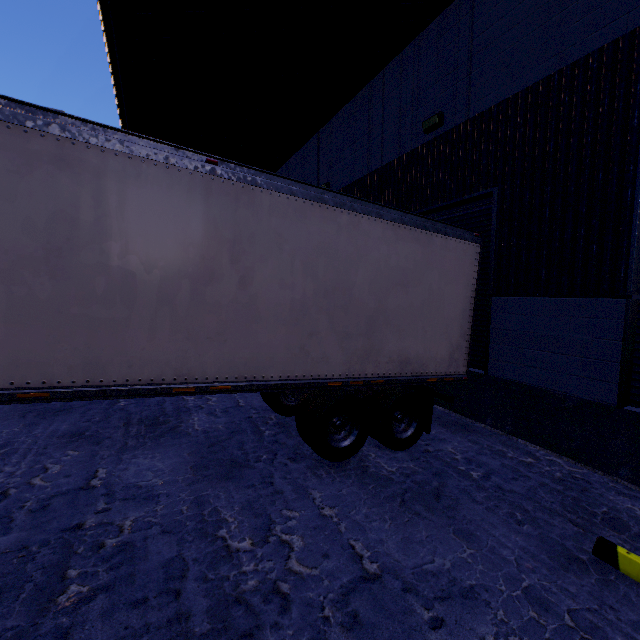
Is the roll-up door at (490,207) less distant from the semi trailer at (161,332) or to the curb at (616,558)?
the semi trailer at (161,332)

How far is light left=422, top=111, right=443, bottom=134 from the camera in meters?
6.8 m

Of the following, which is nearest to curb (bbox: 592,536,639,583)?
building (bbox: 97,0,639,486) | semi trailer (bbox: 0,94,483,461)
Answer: building (bbox: 97,0,639,486)

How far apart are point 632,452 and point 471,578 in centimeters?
316cm

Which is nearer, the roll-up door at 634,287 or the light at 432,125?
the roll-up door at 634,287

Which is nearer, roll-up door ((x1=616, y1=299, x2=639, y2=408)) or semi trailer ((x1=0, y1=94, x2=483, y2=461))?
semi trailer ((x1=0, y1=94, x2=483, y2=461))

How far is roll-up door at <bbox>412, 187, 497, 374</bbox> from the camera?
6.0 meters

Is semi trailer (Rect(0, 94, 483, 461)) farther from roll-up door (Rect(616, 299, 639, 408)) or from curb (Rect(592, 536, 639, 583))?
curb (Rect(592, 536, 639, 583))
